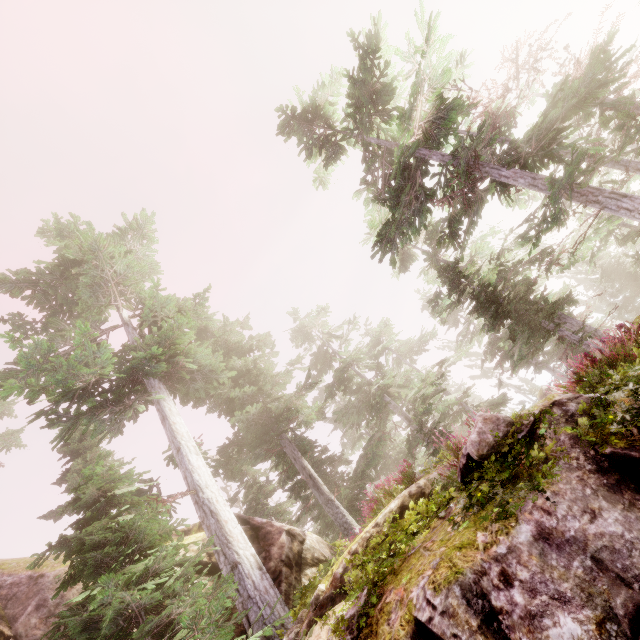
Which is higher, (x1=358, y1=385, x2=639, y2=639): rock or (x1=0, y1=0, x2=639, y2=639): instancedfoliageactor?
(x1=0, y1=0, x2=639, y2=639): instancedfoliageactor

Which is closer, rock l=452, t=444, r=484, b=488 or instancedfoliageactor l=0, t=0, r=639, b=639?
rock l=452, t=444, r=484, b=488

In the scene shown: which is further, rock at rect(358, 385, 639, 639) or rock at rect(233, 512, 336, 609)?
rock at rect(233, 512, 336, 609)

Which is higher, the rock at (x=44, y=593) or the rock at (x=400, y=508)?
the rock at (x=44, y=593)

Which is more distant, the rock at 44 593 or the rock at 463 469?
the rock at 44 593

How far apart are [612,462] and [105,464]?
23.0 meters

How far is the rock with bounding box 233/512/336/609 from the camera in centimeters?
953cm
